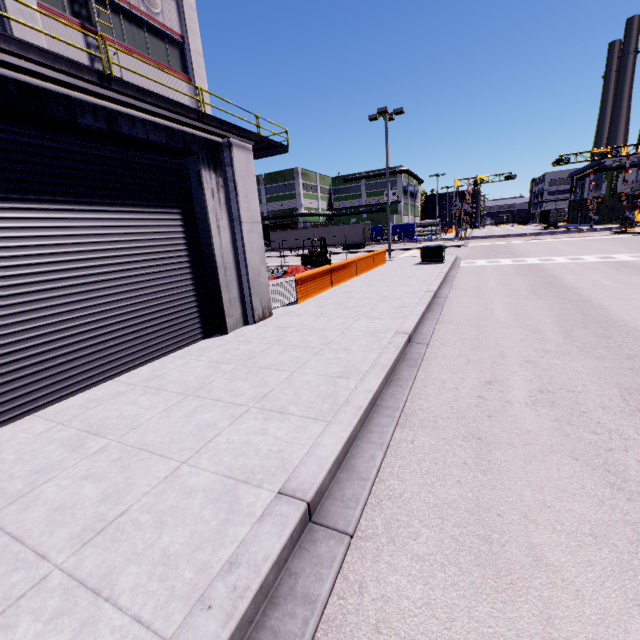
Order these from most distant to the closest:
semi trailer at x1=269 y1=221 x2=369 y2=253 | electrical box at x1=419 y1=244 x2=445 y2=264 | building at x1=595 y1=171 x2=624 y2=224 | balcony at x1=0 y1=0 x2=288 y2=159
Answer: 1. building at x1=595 y1=171 x2=624 y2=224
2. semi trailer at x1=269 y1=221 x2=369 y2=253
3. electrical box at x1=419 y1=244 x2=445 y2=264
4. balcony at x1=0 y1=0 x2=288 y2=159

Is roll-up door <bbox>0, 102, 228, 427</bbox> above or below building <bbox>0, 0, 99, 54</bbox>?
below

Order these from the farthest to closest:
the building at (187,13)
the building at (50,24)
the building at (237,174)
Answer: the building at (187,13)
the building at (50,24)
the building at (237,174)

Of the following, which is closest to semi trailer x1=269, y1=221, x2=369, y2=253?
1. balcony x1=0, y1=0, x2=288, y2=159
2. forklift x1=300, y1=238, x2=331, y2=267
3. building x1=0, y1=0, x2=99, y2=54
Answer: building x1=0, y1=0, x2=99, y2=54

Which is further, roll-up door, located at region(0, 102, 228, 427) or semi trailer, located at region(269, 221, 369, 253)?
semi trailer, located at region(269, 221, 369, 253)

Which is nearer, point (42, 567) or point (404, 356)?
point (42, 567)

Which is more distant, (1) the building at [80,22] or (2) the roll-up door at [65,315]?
(1) the building at [80,22]

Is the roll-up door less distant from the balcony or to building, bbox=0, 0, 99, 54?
building, bbox=0, 0, 99, 54
